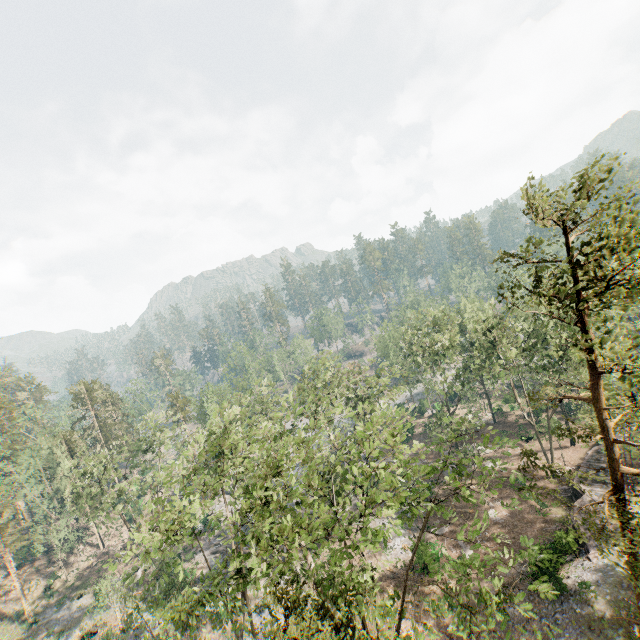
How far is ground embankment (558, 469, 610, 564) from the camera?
24.19m

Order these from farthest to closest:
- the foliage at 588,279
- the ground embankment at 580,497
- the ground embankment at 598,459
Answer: the ground embankment at 598,459 → the ground embankment at 580,497 → the foliage at 588,279

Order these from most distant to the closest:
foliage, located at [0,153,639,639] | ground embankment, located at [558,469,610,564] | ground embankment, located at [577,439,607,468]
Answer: ground embankment, located at [577,439,607,468], ground embankment, located at [558,469,610,564], foliage, located at [0,153,639,639]

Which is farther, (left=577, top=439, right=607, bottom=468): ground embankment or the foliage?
(left=577, top=439, right=607, bottom=468): ground embankment

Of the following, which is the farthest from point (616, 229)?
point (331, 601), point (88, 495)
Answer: point (88, 495)

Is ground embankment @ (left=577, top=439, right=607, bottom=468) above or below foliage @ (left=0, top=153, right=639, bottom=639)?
below

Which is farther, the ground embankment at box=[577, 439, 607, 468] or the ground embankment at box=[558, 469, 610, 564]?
the ground embankment at box=[577, 439, 607, 468]

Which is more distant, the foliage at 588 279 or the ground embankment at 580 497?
the ground embankment at 580 497
